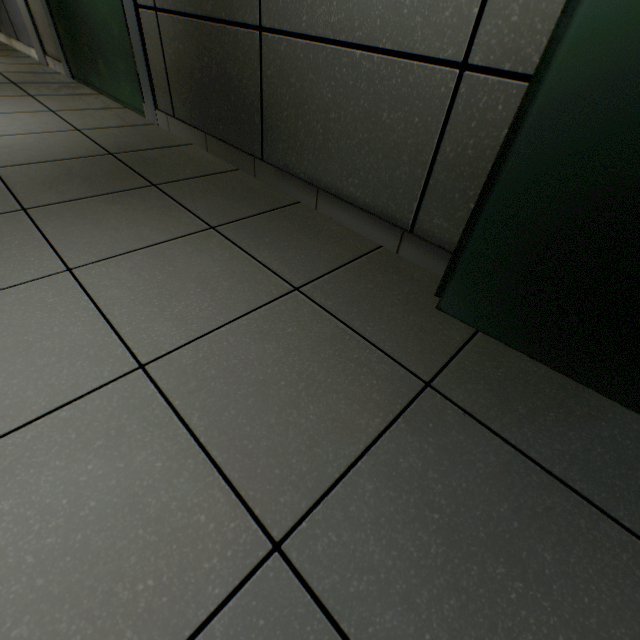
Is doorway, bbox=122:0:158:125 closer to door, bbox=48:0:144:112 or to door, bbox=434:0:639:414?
door, bbox=48:0:144:112

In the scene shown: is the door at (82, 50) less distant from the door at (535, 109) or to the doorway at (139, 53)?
the doorway at (139, 53)

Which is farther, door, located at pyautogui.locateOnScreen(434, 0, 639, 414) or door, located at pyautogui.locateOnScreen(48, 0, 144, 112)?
door, located at pyautogui.locateOnScreen(48, 0, 144, 112)

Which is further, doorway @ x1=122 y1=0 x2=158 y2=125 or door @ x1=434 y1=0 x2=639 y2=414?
doorway @ x1=122 y1=0 x2=158 y2=125

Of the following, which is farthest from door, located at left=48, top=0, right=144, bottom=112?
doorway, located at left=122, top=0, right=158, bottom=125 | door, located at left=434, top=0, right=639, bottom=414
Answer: door, located at left=434, top=0, right=639, bottom=414

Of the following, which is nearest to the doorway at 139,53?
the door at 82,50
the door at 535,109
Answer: the door at 82,50

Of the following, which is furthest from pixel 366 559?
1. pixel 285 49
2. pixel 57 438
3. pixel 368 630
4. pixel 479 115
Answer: pixel 285 49
